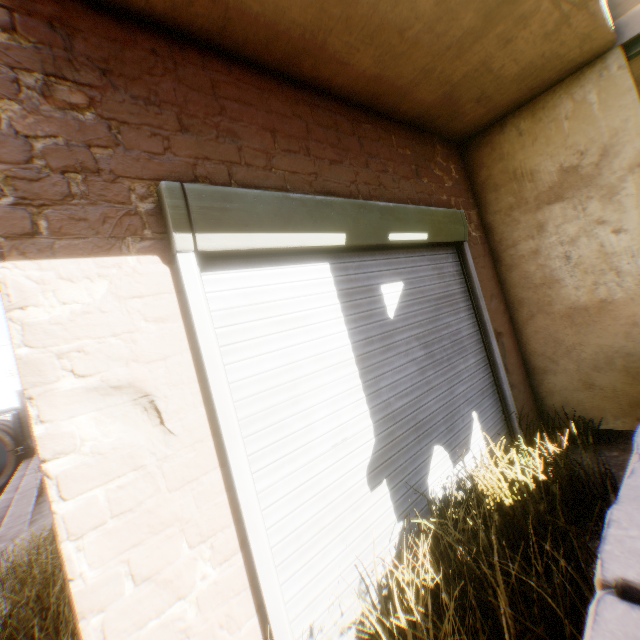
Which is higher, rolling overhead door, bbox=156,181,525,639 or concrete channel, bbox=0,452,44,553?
rolling overhead door, bbox=156,181,525,639

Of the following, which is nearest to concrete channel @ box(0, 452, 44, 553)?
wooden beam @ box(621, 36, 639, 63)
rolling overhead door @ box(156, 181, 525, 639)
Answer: rolling overhead door @ box(156, 181, 525, 639)

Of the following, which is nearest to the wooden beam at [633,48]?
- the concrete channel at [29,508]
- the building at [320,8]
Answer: the building at [320,8]

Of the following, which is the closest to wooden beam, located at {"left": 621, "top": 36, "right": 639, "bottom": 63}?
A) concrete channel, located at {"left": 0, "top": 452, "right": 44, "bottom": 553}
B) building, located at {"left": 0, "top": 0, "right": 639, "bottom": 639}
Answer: building, located at {"left": 0, "top": 0, "right": 639, "bottom": 639}

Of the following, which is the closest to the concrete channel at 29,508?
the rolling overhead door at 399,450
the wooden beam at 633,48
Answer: the rolling overhead door at 399,450

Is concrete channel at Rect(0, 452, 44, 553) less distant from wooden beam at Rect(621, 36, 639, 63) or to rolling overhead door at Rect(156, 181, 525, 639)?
rolling overhead door at Rect(156, 181, 525, 639)

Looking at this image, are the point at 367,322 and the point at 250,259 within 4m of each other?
yes

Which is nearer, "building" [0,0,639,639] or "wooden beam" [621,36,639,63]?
"building" [0,0,639,639]
